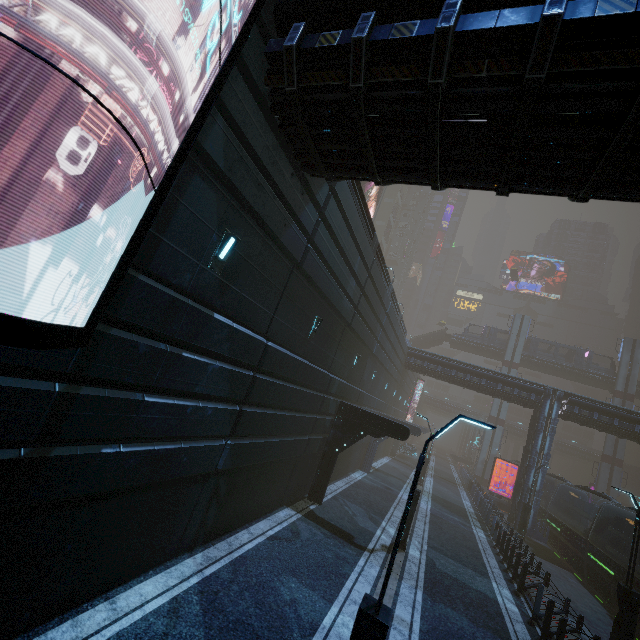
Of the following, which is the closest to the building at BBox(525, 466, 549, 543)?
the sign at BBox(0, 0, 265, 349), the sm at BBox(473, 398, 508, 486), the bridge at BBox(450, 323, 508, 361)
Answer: the sign at BBox(0, 0, 265, 349)

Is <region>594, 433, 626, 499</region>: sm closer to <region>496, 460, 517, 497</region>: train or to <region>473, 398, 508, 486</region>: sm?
<region>496, 460, 517, 497</region>: train

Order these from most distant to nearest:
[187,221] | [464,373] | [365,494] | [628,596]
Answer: [464,373] → [365,494] → [628,596] → [187,221]

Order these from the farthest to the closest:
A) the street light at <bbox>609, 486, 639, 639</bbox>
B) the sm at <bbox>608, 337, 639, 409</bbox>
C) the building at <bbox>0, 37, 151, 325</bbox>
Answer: the sm at <bbox>608, 337, 639, 409</bbox>, the street light at <bbox>609, 486, 639, 639</bbox>, the building at <bbox>0, 37, 151, 325</bbox>

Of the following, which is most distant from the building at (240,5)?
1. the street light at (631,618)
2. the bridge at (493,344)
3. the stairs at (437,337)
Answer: the bridge at (493,344)

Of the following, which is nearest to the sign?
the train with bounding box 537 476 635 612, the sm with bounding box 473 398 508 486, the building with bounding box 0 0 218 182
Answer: the building with bounding box 0 0 218 182

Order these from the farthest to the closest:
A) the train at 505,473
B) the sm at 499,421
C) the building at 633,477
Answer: the building at 633,477 → the sm at 499,421 → the train at 505,473

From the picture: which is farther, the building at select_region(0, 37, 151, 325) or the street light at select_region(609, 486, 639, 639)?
the street light at select_region(609, 486, 639, 639)
